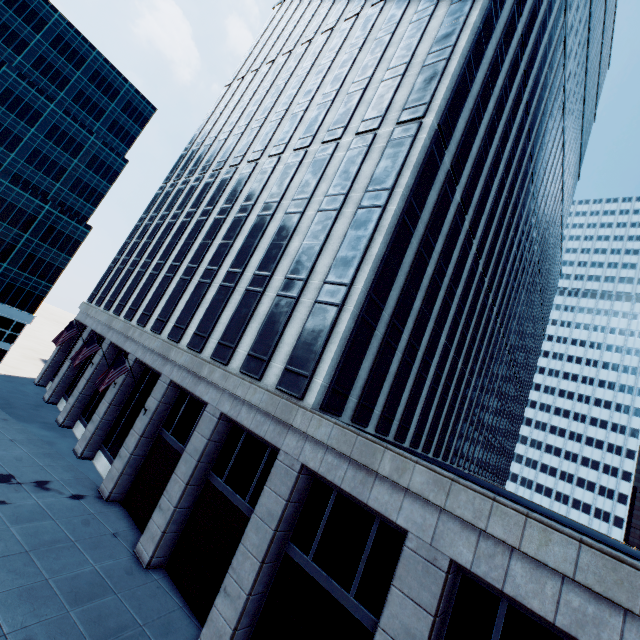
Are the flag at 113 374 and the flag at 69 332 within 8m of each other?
no

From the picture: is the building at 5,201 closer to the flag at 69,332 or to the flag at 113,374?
the flag at 69,332

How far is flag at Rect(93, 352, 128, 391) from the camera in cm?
1855

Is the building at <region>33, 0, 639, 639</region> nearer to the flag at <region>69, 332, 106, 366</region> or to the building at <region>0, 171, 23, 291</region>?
the flag at <region>69, 332, 106, 366</region>

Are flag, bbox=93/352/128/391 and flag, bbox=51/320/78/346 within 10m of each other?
no

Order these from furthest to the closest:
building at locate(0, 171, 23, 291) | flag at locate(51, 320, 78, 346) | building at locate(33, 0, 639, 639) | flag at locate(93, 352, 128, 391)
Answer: building at locate(0, 171, 23, 291) → flag at locate(51, 320, 78, 346) → flag at locate(93, 352, 128, 391) → building at locate(33, 0, 639, 639)

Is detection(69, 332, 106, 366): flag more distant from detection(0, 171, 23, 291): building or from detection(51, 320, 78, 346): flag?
detection(0, 171, 23, 291): building

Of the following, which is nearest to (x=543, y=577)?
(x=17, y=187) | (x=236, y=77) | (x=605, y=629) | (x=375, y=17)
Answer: (x=605, y=629)
